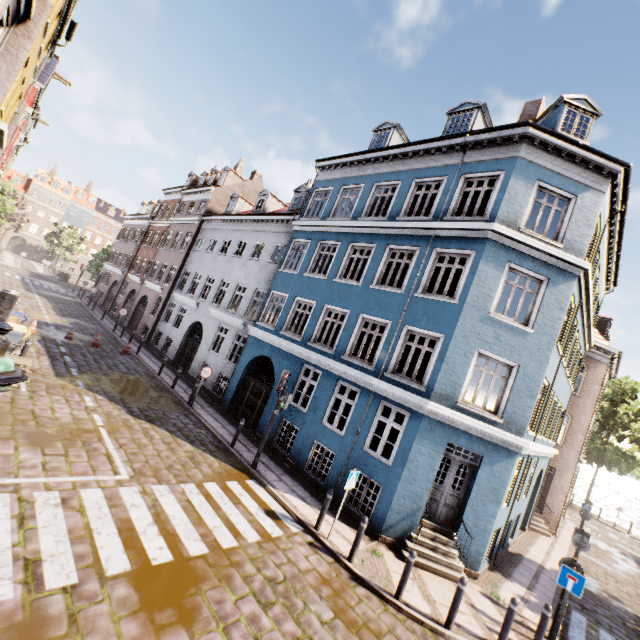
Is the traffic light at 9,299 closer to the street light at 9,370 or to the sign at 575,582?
the street light at 9,370

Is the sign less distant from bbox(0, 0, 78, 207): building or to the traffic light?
bbox(0, 0, 78, 207): building

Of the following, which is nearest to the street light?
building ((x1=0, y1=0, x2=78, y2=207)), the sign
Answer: building ((x1=0, y1=0, x2=78, y2=207))

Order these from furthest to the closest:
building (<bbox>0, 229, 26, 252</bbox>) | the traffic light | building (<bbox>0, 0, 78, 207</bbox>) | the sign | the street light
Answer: building (<bbox>0, 229, 26, 252</bbox>), building (<bbox>0, 0, 78, 207</bbox>), the sign, the traffic light, the street light

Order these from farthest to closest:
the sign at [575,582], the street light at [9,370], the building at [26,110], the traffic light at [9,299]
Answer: the building at [26,110] → the sign at [575,582] → the traffic light at [9,299] → the street light at [9,370]

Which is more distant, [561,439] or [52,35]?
[561,439]

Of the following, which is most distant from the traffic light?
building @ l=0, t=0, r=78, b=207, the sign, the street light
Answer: the sign

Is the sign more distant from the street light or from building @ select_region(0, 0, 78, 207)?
the street light
